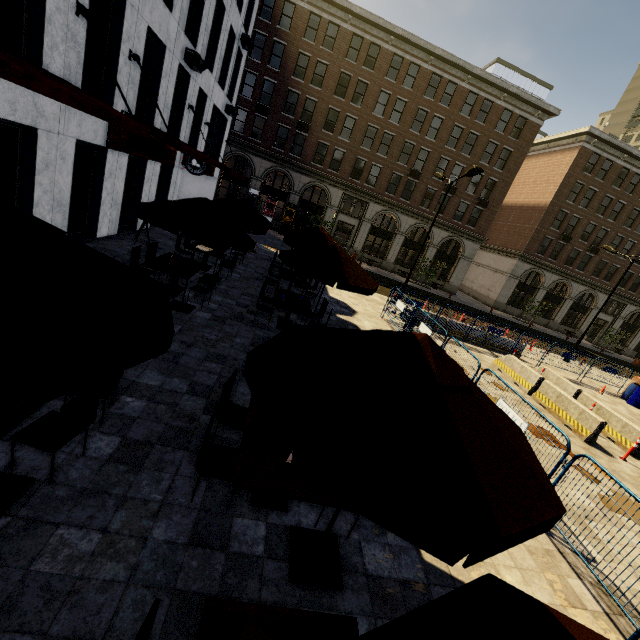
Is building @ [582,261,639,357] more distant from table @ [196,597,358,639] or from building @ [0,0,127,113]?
table @ [196,597,358,639]

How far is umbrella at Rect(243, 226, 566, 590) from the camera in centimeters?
182cm

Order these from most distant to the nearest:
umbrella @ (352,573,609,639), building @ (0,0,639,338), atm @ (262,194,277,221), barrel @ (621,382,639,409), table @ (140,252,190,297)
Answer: atm @ (262,194,277,221) → barrel @ (621,382,639,409) → building @ (0,0,639,338) → table @ (140,252,190,297) → umbrella @ (352,573,609,639)

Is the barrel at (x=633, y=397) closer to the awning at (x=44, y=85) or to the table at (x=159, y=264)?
the table at (x=159, y=264)

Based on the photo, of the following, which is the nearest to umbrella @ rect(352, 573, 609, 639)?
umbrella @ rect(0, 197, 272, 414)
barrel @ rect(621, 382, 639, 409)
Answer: umbrella @ rect(0, 197, 272, 414)

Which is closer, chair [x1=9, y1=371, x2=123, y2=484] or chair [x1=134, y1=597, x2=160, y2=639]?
chair [x1=134, y1=597, x2=160, y2=639]

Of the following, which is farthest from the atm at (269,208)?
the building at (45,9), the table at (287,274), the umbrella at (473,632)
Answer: the umbrella at (473,632)

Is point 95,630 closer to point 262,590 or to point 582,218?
point 262,590
